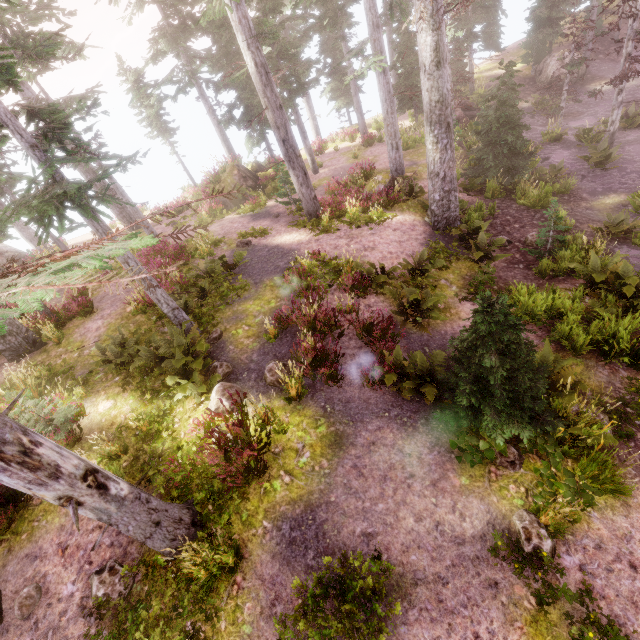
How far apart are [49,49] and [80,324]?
9.29m

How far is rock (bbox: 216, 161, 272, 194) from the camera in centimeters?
2097cm

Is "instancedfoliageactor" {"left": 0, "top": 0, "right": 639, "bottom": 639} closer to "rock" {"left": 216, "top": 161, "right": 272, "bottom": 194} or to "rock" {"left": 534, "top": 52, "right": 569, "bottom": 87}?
"rock" {"left": 534, "top": 52, "right": 569, "bottom": 87}

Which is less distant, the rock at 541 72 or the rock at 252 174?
the rock at 252 174

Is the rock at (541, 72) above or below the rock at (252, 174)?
below

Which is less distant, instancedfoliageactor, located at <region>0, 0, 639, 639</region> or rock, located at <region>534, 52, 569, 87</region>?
instancedfoliageactor, located at <region>0, 0, 639, 639</region>

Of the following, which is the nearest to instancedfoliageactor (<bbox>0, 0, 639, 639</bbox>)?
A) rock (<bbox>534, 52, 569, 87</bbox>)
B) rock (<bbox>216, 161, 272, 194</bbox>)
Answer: rock (<bbox>534, 52, 569, 87</bbox>)

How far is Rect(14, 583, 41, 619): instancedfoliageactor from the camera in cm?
567
